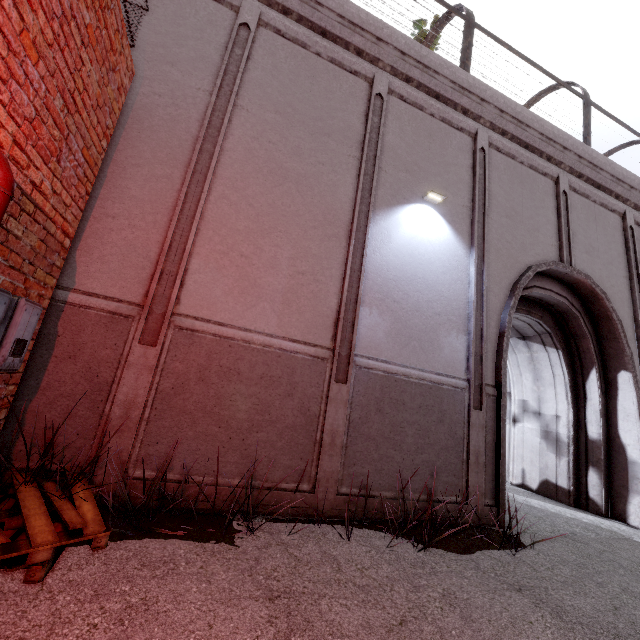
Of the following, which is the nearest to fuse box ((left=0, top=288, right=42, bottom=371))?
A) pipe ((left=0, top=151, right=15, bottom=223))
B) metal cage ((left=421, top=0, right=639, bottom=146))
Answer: pipe ((left=0, top=151, right=15, bottom=223))

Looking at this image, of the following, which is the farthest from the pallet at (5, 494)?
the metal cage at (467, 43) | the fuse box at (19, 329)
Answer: the metal cage at (467, 43)

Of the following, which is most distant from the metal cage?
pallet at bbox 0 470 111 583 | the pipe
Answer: pallet at bbox 0 470 111 583

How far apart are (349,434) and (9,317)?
3.8m

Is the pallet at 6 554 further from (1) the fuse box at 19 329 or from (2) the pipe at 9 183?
(1) the fuse box at 19 329

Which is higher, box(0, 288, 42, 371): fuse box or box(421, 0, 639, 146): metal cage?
box(421, 0, 639, 146): metal cage

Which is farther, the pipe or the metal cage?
the metal cage

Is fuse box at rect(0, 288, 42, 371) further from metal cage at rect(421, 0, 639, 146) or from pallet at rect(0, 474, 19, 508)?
metal cage at rect(421, 0, 639, 146)
